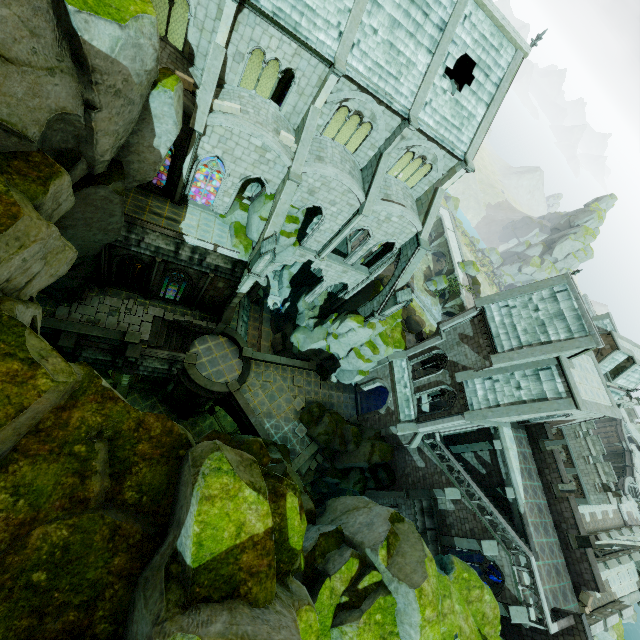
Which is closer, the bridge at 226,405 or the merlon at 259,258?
the merlon at 259,258

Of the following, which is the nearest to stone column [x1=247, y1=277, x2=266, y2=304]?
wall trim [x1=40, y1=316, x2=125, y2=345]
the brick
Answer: wall trim [x1=40, y1=316, x2=125, y2=345]

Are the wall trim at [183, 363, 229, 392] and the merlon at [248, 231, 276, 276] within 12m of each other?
yes

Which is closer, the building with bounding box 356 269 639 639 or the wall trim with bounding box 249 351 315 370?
the building with bounding box 356 269 639 639

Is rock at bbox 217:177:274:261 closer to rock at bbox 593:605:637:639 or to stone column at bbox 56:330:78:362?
stone column at bbox 56:330:78:362

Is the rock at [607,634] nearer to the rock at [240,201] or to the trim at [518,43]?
the rock at [240,201]

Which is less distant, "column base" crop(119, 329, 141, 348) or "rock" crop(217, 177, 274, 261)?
"rock" crop(217, 177, 274, 261)

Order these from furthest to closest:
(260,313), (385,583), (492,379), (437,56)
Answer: (260,313) → (492,379) → (437,56) → (385,583)
